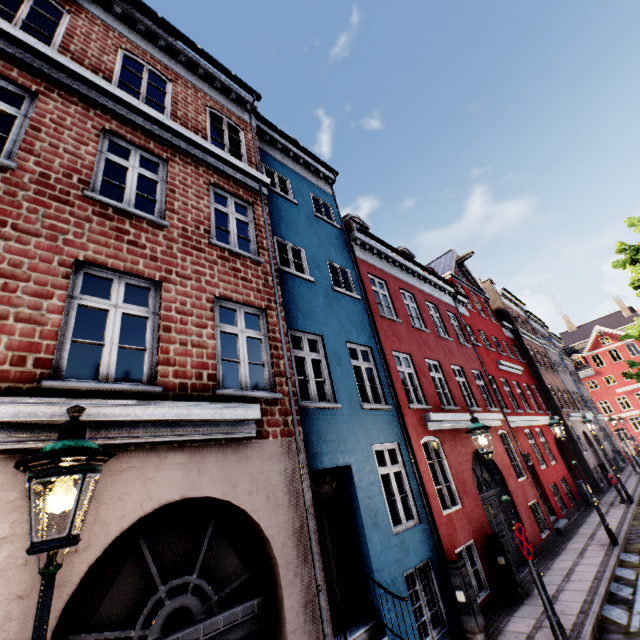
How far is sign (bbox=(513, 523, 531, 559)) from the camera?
5.6 meters

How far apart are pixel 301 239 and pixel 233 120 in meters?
3.8 m

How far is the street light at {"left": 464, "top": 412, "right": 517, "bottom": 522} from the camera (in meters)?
6.12

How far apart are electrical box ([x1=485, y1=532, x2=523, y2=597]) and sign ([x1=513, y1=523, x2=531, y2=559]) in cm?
288

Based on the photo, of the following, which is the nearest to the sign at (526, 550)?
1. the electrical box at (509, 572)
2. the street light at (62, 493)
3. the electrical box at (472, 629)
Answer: the street light at (62, 493)

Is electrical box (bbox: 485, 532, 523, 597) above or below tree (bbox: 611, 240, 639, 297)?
below

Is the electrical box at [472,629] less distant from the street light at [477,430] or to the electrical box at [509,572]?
the street light at [477,430]

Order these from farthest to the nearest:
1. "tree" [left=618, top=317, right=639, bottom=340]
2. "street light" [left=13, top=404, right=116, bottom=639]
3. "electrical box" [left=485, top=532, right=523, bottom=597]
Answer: "tree" [left=618, top=317, right=639, bottom=340]
"electrical box" [left=485, top=532, right=523, bottom=597]
"street light" [left=13, top=404, right=116, bottom=639]
